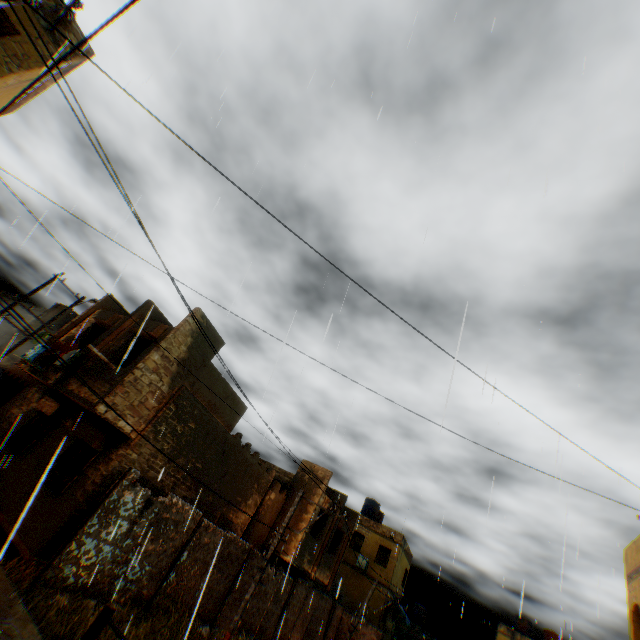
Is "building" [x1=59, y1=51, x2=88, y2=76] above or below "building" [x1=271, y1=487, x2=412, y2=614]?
above

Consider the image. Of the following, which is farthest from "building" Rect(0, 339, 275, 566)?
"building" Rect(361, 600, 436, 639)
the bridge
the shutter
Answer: "building" Rect(361, 600, 436, 639)

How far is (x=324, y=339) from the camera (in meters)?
3.34

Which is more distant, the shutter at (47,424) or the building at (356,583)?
the building at (356,583)

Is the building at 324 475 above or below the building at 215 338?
below

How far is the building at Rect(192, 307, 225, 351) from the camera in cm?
1292

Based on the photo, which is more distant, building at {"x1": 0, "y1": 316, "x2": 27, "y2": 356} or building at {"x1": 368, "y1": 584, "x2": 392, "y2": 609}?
building at {"x1": 368, "y1": 584, "x2": 392, "y2": 609}
